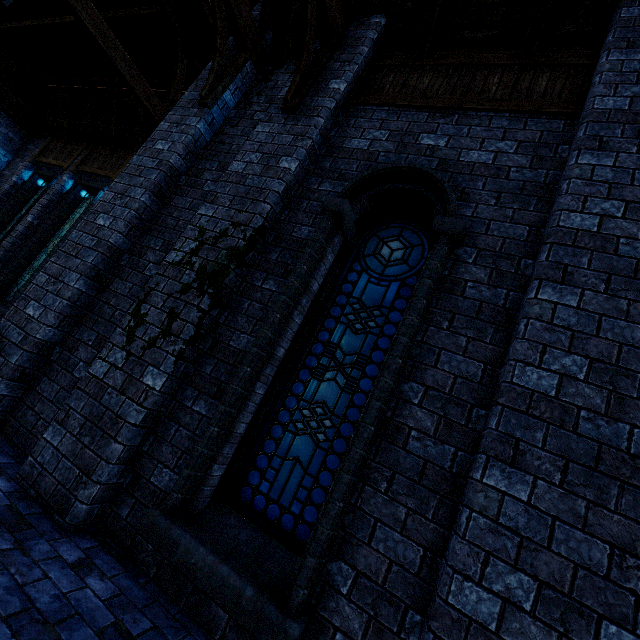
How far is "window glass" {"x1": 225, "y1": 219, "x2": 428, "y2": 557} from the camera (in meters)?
3.12

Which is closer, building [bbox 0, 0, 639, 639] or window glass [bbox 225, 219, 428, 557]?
building [bbox 0, 0, 639, 639]

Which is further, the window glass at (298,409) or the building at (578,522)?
the window glass at (298,409)

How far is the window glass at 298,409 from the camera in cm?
312

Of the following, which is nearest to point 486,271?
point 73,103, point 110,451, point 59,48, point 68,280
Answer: point 110,451
